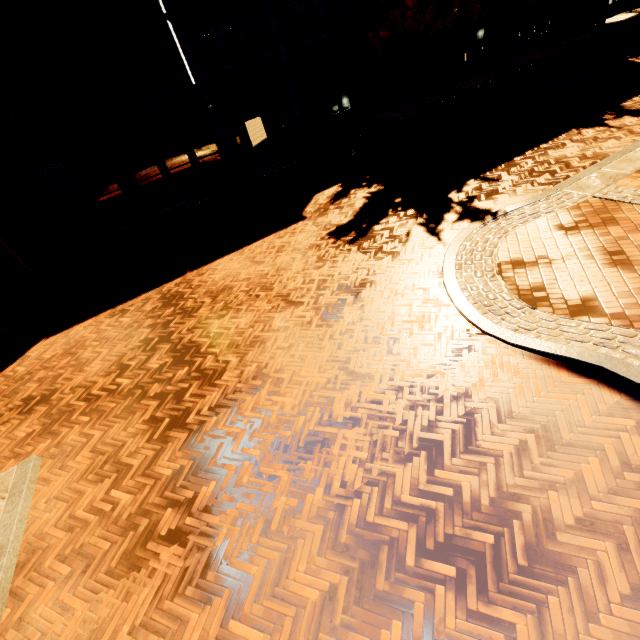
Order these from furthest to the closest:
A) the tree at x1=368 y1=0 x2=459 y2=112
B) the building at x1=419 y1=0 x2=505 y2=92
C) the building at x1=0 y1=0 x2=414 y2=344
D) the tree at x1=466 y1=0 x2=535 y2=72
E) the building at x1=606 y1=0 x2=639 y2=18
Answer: the building at x1=606 y1=0 x2=639 y2=18 → the building at x1=419 y1=0 x2=505 y2=92 → the tree at x1=466 y1=0 x2=535 y2=72 → the tree at x1=368 y1=0 x2=459 y2=112 → the building at x1=0 y1=0 x2=414 y2=344

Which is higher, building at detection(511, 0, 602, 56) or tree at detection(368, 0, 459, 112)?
tree at detection(368, 0, 459, 112)

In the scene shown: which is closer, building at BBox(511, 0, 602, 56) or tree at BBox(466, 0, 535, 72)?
tree at BBox(466, 0, 535, 72)

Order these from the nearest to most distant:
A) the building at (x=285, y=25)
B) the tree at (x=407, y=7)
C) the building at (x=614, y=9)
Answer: the building at (x=285, y=25)
the tree at (x=407, y=7)
the building at (x=614, y=9)

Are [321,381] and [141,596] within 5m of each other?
yes

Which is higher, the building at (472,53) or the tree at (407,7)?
the tree at (407,7)
